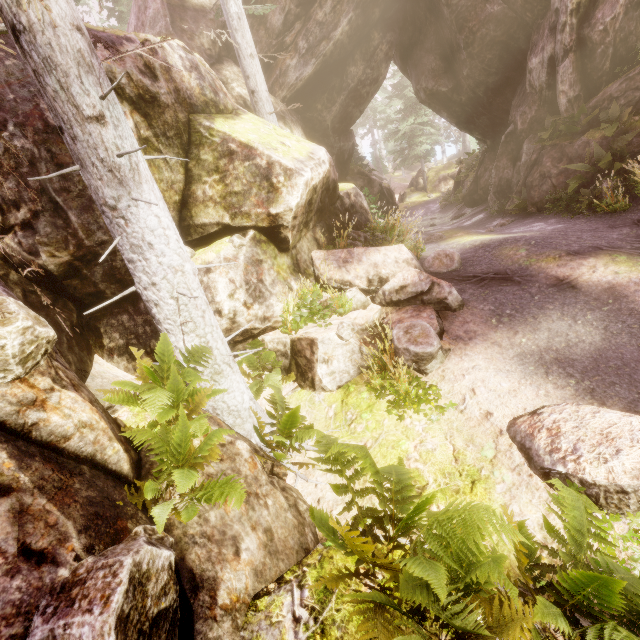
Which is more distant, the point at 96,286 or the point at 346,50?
the point at 346,50

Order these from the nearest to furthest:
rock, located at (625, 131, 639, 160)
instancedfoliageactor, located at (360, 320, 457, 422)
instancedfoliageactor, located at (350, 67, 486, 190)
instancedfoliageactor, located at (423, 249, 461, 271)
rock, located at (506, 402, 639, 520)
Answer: rock, located at (506, 402, 639, 520) → instancedfoliageactor, located at (360, 320, 457, 422) → instancedfoliageactor, located at (423, 249, 461, 271) → rock, located at (625, 131, 639, 160) → instancedfoliageactor, located at (350, 67, 486, 190)

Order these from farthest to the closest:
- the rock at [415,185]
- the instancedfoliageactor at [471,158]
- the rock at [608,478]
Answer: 1. the rock at [415,185]
2. the instancedfoliageactor at [471,158]
3. the rock at [608,478]

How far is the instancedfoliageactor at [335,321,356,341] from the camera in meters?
6.2 m

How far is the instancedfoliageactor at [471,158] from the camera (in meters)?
27.14

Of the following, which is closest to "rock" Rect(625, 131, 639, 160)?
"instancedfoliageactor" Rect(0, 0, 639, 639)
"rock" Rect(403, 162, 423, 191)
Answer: "instancedfoliageactor" Rect(0, 0, 639, 639)
